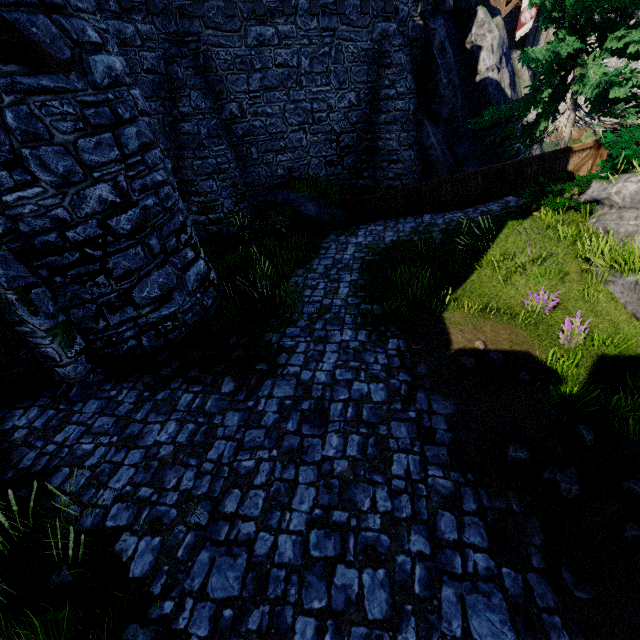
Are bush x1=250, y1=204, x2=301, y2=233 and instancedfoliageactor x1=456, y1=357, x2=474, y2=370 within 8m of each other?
no

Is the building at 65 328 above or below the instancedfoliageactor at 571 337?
above

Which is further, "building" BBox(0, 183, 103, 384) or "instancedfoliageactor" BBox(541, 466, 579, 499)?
"building" BBox(0, 183, 103, 384)

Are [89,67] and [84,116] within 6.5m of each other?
yes

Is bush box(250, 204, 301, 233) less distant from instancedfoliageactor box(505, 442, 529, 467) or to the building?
the building

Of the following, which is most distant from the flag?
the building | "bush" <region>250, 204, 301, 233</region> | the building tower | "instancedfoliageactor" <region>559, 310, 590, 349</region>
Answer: the building

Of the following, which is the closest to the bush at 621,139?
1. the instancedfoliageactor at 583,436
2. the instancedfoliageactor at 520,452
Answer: the instancedfoliageactor at 583,436

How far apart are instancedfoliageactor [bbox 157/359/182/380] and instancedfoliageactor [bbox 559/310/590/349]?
7.58m
